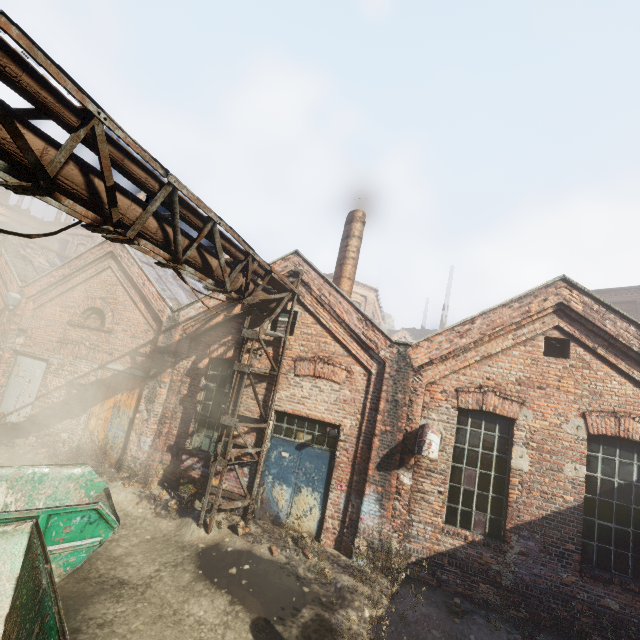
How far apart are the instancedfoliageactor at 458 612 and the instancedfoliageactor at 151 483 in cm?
760

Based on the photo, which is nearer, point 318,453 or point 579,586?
point 579,586

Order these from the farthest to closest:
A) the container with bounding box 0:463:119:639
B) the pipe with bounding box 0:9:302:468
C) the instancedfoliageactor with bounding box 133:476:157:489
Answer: the instancedfoliageactor with bounding box 133:476:157:489
the container with bounding box 0:463:119:639
the pipe with bounding box 0:9:302:468

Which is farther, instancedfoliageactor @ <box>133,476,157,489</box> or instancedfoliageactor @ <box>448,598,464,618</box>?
instancedfoliageactor @ <box>133,476,157,489</box>

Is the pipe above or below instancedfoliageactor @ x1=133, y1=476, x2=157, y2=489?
above

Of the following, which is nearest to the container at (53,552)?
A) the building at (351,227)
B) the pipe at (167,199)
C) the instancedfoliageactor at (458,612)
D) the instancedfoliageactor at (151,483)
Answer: the pipe at (167,199)

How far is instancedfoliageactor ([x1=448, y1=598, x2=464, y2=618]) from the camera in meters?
6.1

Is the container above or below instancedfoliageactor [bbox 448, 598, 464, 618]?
above
